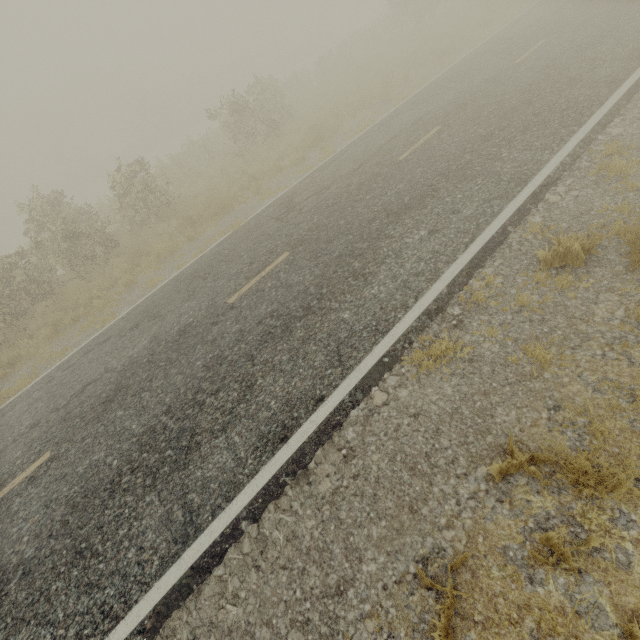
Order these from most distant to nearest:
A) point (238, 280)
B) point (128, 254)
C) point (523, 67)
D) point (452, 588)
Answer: point (128, 254)
point (523, 67)
point (238, 280)
point (452, 588)
